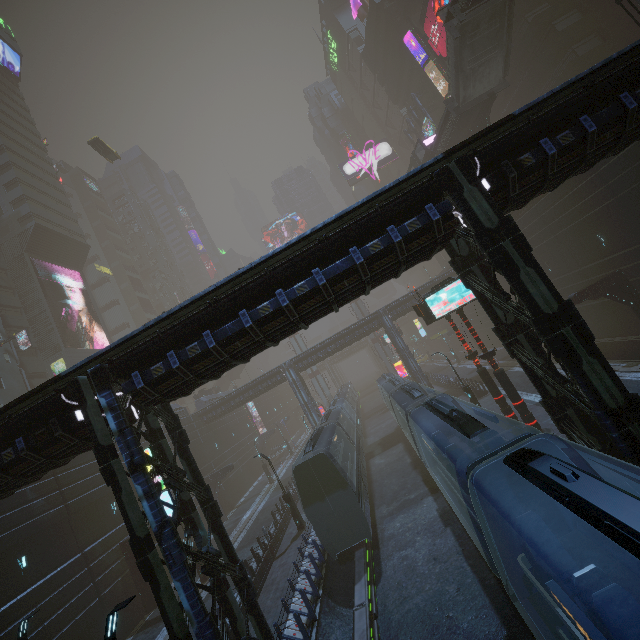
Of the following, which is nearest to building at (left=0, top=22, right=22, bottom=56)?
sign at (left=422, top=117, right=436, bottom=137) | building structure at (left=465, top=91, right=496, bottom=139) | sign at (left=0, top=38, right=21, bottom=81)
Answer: sign at (left=0, top=38, right=21, bottom=81)

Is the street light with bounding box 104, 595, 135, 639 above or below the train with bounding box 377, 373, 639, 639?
above

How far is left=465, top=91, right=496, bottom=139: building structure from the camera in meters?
28.8

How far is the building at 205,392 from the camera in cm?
4569

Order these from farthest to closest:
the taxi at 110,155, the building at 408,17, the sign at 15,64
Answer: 1. the sign at 15,64
2. the building at 408,17
3. the taxi at 110,155

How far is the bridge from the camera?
30.5m

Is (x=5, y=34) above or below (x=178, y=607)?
above

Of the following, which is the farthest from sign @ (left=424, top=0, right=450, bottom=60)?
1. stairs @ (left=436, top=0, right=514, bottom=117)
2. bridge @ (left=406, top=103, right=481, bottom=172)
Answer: bridge @ (left=406, top=103, right=481, bottom=172)
